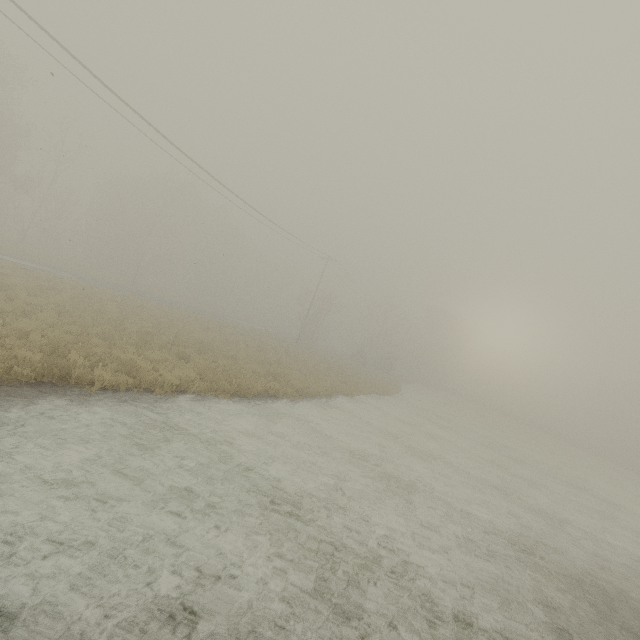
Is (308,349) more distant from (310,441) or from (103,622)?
(103,622)
